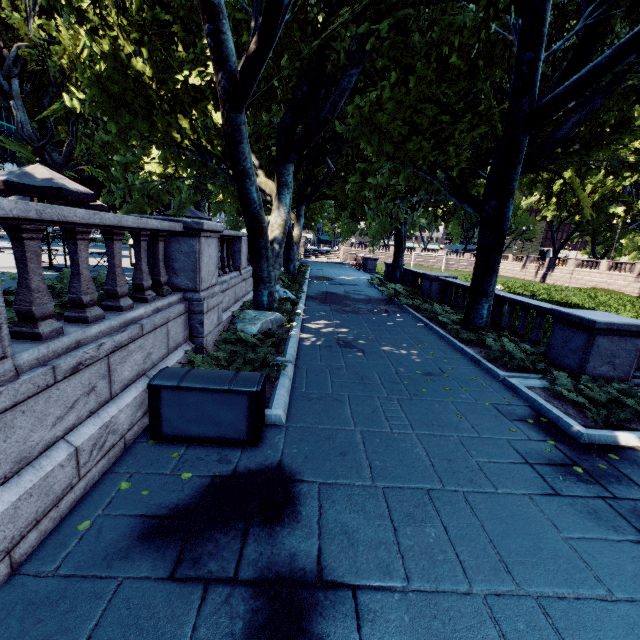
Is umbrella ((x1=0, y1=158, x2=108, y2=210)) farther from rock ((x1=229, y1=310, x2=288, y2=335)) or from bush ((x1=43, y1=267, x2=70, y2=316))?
rock ((x1=229, y1=310, x2=288, y2=335))

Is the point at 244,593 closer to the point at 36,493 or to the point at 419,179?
the point at 36,493

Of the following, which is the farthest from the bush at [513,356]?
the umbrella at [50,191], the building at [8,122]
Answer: the building at [8,122]

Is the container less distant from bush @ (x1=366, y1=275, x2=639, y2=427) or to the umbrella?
bush @ (x1=366, y1=275, x2=639, y2=427)

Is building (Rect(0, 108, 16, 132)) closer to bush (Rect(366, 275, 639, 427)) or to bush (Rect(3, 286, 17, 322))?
bush (Rect(3, 286, 17, 322))

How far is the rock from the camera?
8.5 meters

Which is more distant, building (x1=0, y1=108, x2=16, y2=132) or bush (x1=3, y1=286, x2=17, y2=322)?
building (x1=0, y1=108, x2=16, y2=132)

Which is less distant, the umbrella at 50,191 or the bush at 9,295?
the bush at 9,295
